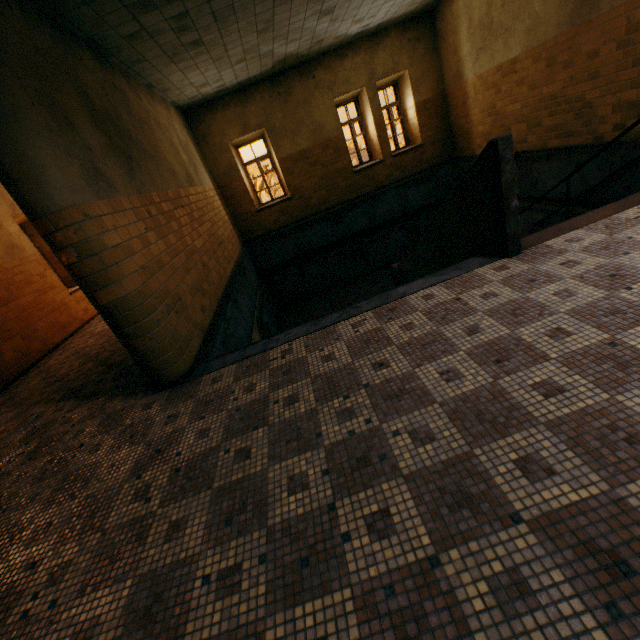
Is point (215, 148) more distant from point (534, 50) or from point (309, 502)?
point (309, 502)
